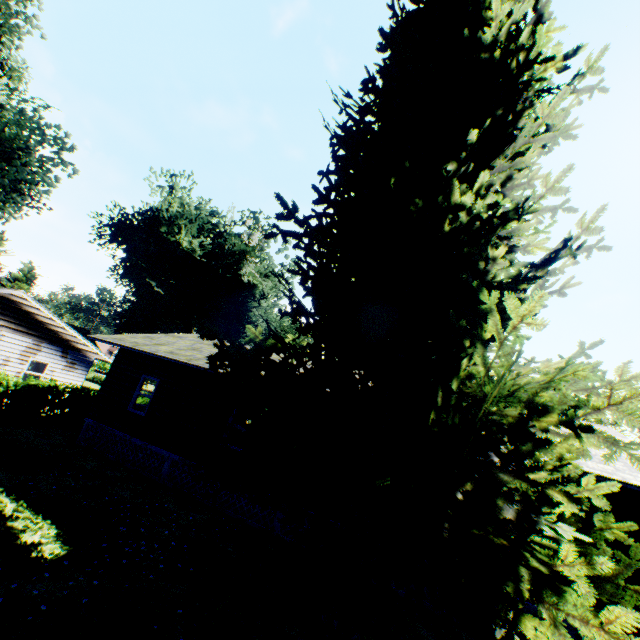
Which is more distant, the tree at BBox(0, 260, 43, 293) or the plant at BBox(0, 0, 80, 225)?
the tree at BBox(0, 260, 43, 293)

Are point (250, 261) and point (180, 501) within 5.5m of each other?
no

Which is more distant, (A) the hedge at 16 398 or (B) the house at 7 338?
(A) the hedge at 16 398

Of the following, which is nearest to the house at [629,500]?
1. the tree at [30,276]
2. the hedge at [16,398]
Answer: the hedge at [16,398]

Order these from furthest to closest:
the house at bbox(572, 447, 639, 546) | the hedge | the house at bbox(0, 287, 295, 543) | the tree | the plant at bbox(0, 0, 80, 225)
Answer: the tree
the plant at bbox(0, 0, 80, 225)
the hedge
the house at bbox(0, 287, 295, 543)
the house at bbox(572, 447, 639, 546)

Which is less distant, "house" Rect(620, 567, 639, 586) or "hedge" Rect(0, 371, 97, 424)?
"house" Rect(620, 567, 639, 586)

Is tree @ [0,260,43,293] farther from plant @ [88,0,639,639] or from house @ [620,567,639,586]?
house @ [620,567,639,586]

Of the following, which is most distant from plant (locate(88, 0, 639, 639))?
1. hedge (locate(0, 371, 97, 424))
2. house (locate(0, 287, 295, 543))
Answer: hedge (locate(0, 371, 97, 424))
